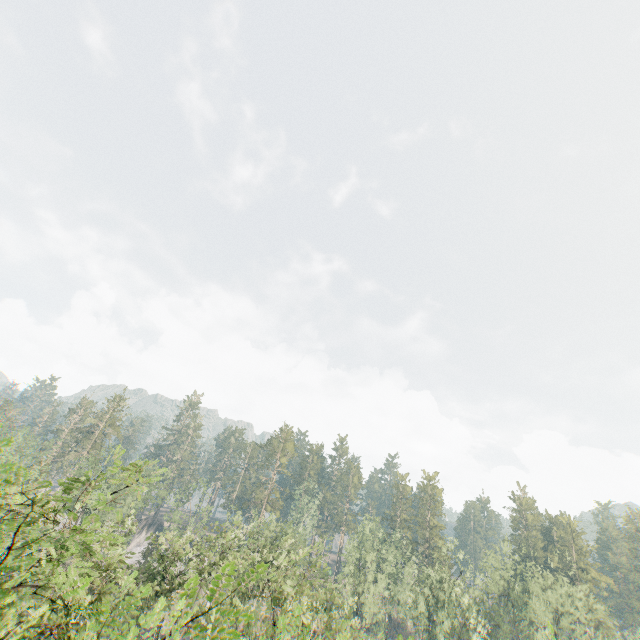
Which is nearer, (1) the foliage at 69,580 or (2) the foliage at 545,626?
(1) the foliage at 69,580

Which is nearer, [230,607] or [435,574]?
[230,607]

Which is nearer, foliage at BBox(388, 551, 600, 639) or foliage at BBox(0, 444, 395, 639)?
foliage at BBox(0, 444, 395, 639)
